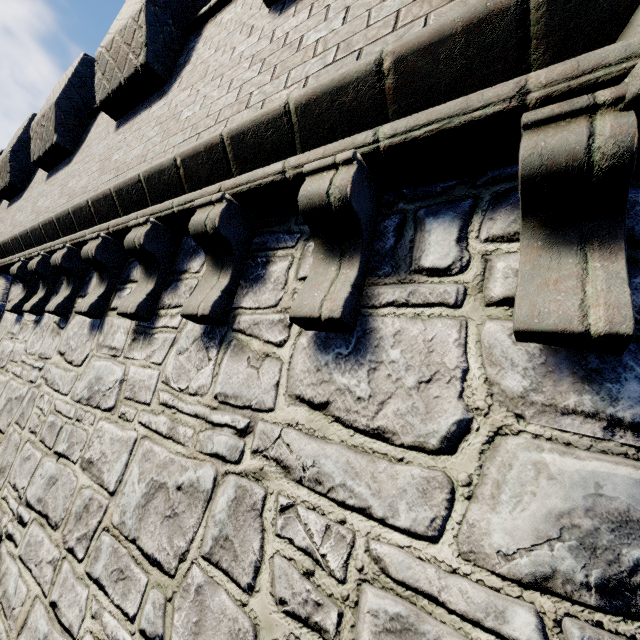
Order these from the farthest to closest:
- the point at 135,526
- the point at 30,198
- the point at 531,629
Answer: the point at 30,198, the point at 135,526, the point at 531,629
